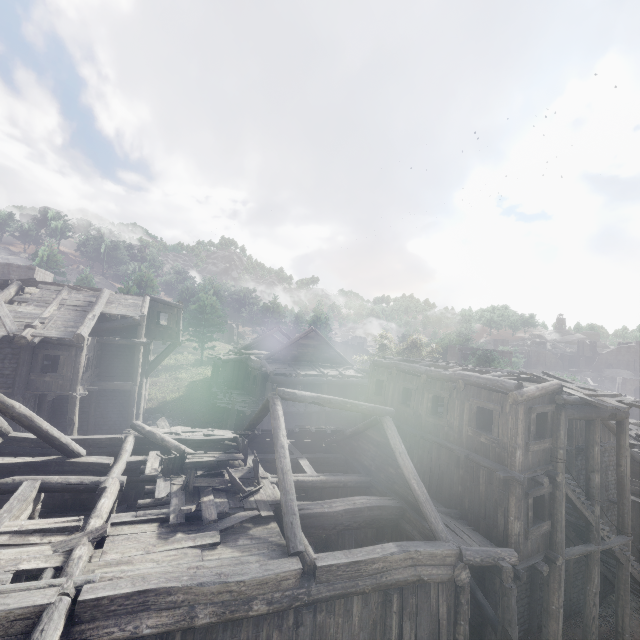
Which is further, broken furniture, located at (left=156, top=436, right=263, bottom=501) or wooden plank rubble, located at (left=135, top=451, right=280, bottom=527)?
broken furniture, located at (left=156, top=436, right=263, bottom=501)

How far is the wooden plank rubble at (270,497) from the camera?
8.5 meters

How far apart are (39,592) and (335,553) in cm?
594

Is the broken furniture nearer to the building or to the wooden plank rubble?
the wooden plank rubble

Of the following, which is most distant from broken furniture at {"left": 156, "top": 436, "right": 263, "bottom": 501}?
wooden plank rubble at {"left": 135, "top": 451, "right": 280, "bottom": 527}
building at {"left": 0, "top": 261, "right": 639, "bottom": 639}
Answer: building at {"left": 0, "top": 261, "right": 639, "bottom": 639}

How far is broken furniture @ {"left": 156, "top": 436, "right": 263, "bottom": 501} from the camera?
9.7 meters

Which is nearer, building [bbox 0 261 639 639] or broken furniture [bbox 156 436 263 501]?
building [bbox 0 261 639 639]

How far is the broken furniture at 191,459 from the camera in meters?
9.7 m
